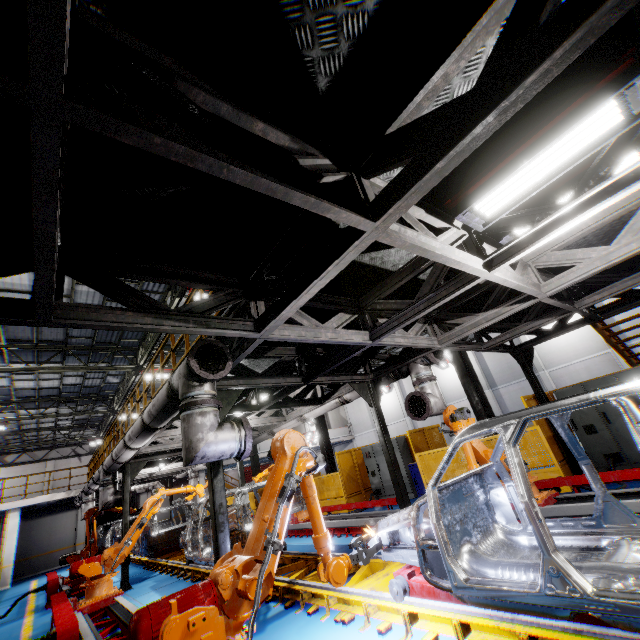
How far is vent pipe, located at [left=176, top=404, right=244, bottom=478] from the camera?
4.1 meters

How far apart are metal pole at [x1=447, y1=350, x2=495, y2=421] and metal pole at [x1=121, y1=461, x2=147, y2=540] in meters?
10.8 m

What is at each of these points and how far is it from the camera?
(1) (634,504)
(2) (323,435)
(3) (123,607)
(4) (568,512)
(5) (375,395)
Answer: (1) metal platform, 4.47m
(2) metal pole, 15.80m
(3) metal platform, 6.41m
(4) metal platform, 5.02m
(5) metal pole, 7.59m

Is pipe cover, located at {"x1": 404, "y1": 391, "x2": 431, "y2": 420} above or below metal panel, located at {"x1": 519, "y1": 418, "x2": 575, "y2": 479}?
above

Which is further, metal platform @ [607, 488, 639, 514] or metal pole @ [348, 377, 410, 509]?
metal pole @ [348, 377, 410, 509]

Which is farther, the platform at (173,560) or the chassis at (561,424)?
the platform at (173,560)

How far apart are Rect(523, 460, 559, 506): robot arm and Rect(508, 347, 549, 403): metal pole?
2.39m

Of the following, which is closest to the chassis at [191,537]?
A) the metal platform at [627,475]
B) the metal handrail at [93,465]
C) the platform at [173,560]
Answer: the platform at [173,560]
